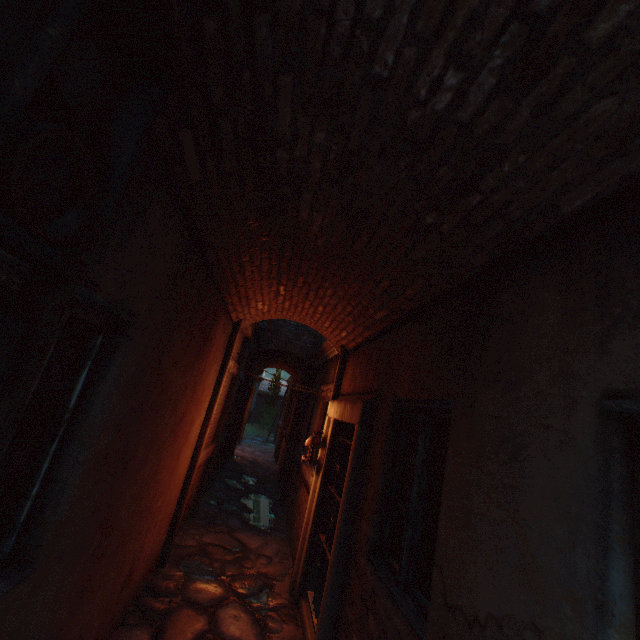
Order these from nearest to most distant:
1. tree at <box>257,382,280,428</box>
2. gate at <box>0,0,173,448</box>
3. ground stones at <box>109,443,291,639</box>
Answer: gate at <box>0,0,173,448</box> < ground stones at <box>109,443,291,639</box> < tree at <box>257,382,280,428</box>

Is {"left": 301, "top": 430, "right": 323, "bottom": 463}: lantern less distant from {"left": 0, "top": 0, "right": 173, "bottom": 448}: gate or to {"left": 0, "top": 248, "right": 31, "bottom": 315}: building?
{"left": 0, "top": 248, "right": 31, "bottom": 315}: building

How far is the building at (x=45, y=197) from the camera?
0.97m

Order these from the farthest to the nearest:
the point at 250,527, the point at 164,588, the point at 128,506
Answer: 1. the point at 250,527
2. the point at 164,588
3. the point at 128,506

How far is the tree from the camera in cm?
2380

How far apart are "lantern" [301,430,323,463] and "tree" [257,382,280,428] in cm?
1925

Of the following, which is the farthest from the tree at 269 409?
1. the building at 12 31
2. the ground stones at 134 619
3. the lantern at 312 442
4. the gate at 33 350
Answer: the gate at 33 350

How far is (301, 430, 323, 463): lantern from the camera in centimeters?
497cm
